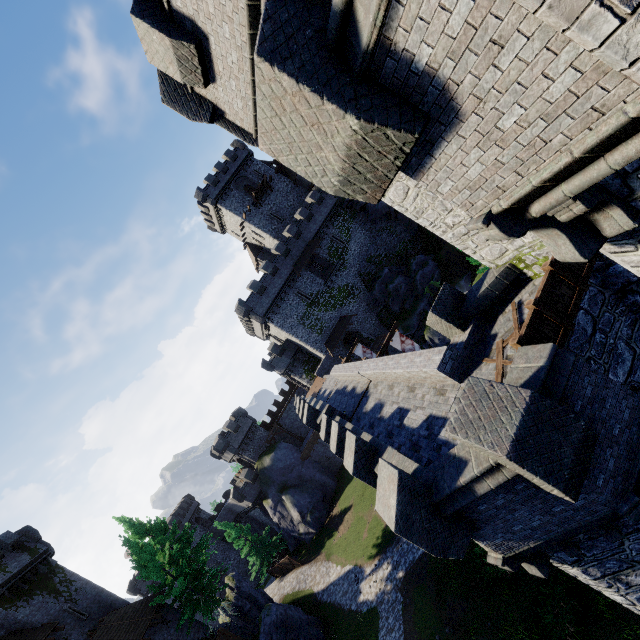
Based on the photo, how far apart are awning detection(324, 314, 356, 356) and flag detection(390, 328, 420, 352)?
18.5m

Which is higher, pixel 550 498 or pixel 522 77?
pixel 522 77

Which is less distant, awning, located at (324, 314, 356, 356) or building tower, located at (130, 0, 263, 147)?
building tower, located at (130, 0, 263, 147)

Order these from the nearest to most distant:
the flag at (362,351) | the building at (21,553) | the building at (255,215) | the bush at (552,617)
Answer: the bush at (552,617)
the building at (21,553)
the flag at (362,351)
the building at (255,215)

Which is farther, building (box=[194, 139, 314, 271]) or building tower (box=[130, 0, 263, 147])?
building (box=[194, 139, 314, 271])

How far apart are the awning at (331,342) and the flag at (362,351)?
8.7m

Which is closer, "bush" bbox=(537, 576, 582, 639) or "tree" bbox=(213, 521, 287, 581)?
"bush" bbox=(537, 576, 582, 639)

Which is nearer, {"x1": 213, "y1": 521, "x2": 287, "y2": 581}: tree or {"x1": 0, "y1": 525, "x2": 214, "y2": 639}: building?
{"x1": 0, "y1": 525, "x2": 214, "y2": 639}: building
